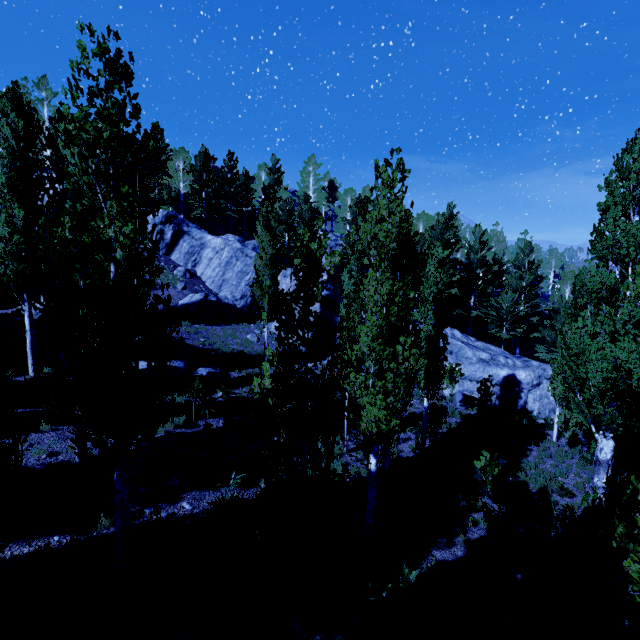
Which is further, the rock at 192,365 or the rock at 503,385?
the rock at 503,385

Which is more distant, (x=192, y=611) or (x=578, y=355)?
(x=578, y=355)

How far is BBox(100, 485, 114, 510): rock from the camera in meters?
8.7 m

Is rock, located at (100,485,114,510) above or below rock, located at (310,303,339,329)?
below

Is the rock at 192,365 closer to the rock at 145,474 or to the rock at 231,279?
the rock at 231,279

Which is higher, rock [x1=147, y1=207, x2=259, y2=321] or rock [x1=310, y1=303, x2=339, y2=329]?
rock [x1=147, y1=207, x2=259, y2=321]

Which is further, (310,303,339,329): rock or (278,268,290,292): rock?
(278,268,290,292): rock

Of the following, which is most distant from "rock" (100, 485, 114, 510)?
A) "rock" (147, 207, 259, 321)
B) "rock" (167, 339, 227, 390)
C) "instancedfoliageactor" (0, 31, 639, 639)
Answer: "rock" (147, 207, 259, 321)
